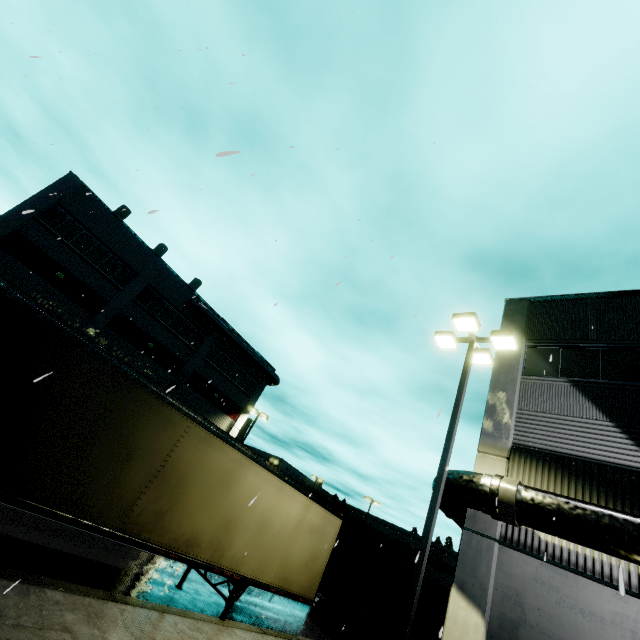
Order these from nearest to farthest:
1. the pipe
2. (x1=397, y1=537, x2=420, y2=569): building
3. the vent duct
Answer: the pipe → the vent duct → (x1=397, y1=537, x2=420, y2=569): building

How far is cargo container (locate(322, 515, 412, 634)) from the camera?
13.04m

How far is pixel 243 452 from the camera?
8.9 meters

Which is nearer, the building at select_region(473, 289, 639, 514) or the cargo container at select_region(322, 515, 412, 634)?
the building at select_region(473, 289, 639, 514)

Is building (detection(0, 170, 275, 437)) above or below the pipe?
above

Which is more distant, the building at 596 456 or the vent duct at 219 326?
the vent duct at 219 326

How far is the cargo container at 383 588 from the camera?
13.04m

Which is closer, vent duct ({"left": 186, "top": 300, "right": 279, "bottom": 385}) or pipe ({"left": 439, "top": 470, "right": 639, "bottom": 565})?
pipe ({"left": 439, "top": 470, "right": 639, "bottom": 565})
